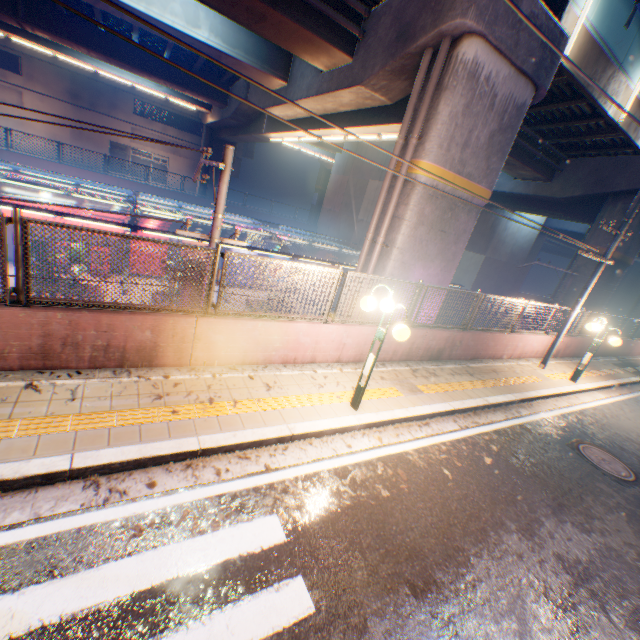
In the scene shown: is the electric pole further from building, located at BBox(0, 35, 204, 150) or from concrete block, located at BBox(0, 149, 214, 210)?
building, located at BBox(0, 35, 204, 150)

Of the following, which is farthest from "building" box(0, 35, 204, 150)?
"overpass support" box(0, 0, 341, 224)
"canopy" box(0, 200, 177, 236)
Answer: "canopy" box(0, 200, 177, 236)

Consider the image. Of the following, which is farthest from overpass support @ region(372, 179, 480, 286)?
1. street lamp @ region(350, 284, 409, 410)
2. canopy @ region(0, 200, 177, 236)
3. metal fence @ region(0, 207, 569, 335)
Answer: canopy @ region(0, 200, 177, 236)

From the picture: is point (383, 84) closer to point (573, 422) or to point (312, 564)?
point (573, 422)

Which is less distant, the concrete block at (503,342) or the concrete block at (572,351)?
the concrete block at (503,342)

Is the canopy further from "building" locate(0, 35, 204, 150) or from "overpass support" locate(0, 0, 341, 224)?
"building" locate(0, 35, 204, 150)

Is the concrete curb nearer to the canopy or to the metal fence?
the metal fence

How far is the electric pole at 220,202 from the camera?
6.6m
